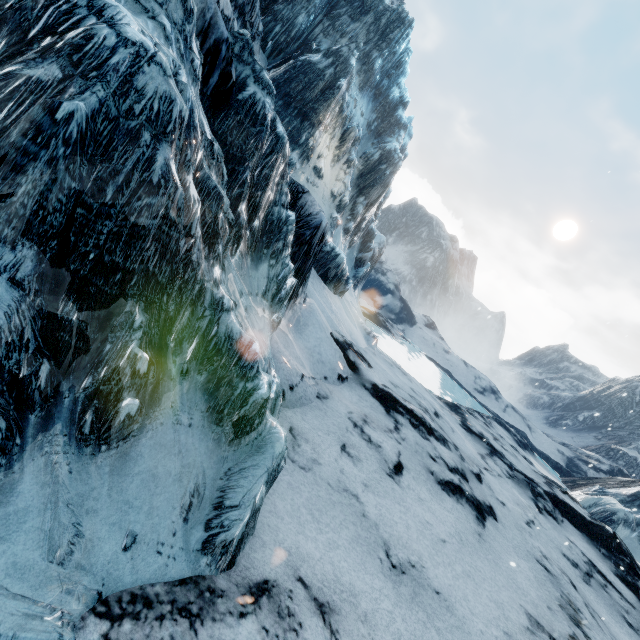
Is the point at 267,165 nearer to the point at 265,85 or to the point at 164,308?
the point at 265,85
